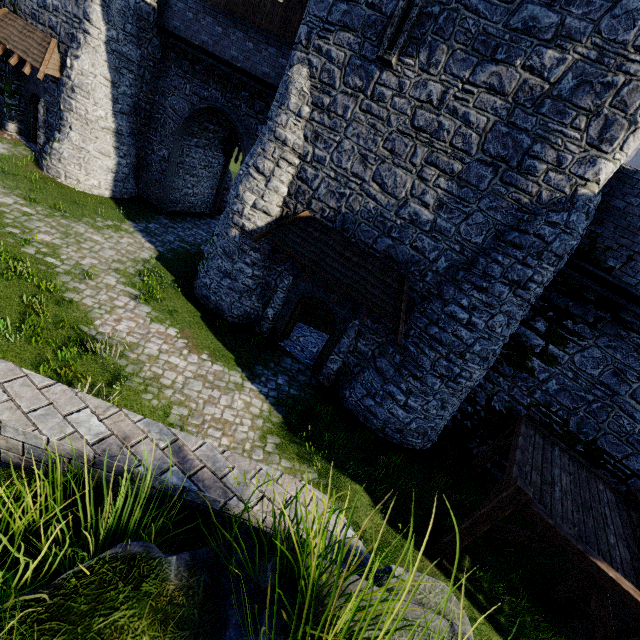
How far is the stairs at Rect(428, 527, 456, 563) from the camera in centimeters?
770cm

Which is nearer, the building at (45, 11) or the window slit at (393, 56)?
the window slit at (393, 56)

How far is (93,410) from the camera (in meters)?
2.85

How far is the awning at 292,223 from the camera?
10.15m

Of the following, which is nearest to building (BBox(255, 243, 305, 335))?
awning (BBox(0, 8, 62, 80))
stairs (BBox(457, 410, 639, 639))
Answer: awning (BBox(0, 8, 62, 80))

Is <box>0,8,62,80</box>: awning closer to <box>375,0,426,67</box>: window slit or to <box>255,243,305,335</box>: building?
<box>255,243,305,335</box>: building

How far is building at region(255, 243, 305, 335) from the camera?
12.3m
